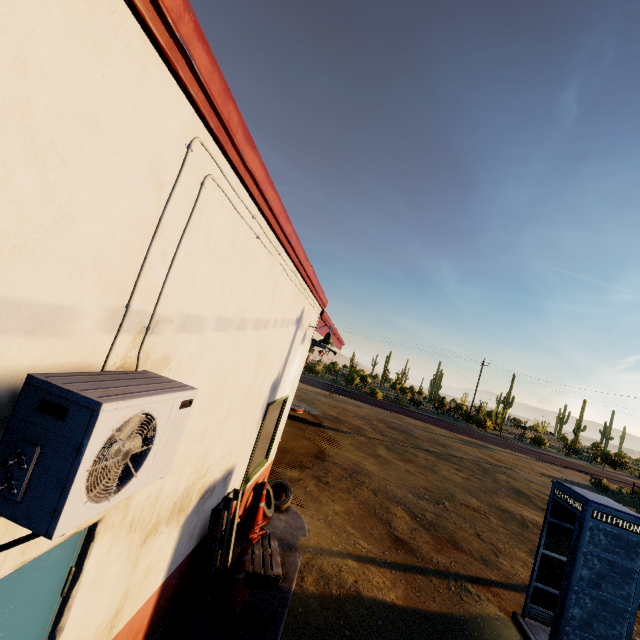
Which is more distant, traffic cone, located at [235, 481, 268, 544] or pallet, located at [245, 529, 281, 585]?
traffic cone, located at [235, 481, 268, 544]

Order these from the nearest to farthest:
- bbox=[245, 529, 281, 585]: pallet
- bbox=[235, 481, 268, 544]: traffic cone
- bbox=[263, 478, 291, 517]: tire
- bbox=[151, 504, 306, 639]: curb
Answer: bbox=[151, 504, 306, 639]: curb < bbox=[245, 529, 281, 585]: pallet < bbox=[235, 481, 268, 544]: traffic cone < bbox=[263, 478, 291, 517]: tire

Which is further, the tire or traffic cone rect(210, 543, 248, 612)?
the tire

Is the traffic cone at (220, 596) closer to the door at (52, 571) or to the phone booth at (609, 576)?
the door at (52, 571)

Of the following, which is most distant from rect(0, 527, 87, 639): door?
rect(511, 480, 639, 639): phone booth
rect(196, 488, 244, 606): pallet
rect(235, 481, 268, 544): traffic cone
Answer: rect(511, 480, 639, 639): phone booth

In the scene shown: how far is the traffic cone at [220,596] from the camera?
4.42m

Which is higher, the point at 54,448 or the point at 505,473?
the point at 54,448

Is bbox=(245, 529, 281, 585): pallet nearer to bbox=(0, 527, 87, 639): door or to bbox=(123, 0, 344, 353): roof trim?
bbox=(0, 527, 87, 639): door
